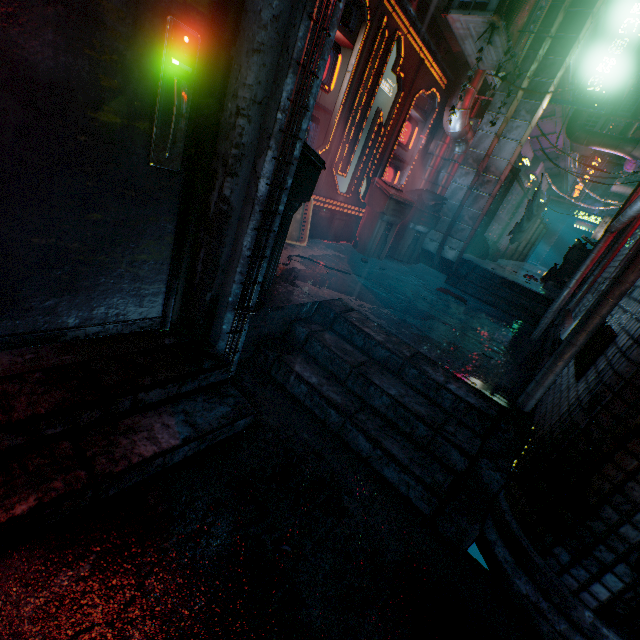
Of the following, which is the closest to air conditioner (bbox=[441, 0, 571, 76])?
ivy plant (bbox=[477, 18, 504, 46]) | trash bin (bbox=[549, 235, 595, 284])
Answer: ivy plant (bbox=[477, 18, 504, 46])

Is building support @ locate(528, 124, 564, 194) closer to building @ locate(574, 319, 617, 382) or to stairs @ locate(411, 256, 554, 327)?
building @ locate(574, 319, 617, 382)

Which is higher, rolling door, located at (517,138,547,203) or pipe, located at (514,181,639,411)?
rolling door, located at (517,138,547,203)

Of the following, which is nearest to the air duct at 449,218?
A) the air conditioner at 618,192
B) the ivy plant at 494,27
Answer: the ivy plant at 494,27

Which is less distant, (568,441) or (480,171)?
(568,441)

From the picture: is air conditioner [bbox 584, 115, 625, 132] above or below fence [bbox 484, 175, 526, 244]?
above

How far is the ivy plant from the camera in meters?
3.2 m

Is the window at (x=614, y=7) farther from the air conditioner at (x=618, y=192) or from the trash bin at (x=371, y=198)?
the trash bin at (x=371, y=198)
